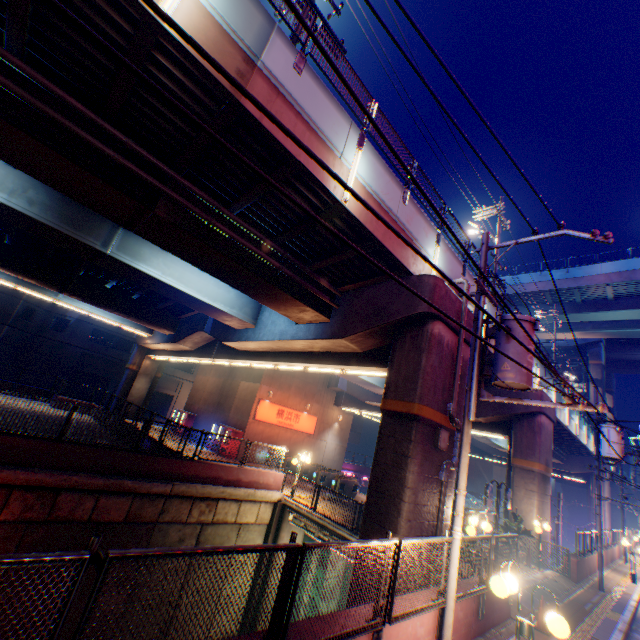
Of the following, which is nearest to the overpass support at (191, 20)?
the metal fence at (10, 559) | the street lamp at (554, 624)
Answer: the metal fence at (10, 559)

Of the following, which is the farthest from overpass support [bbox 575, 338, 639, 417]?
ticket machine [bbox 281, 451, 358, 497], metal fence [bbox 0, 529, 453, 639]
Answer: ticket machine [bbox 281, 451, 358, 497]

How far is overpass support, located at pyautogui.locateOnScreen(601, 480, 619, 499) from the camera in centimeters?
3838cm

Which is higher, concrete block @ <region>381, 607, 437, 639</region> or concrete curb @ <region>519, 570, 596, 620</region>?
concrete block @ <region>381, 607, 437, 639</region>

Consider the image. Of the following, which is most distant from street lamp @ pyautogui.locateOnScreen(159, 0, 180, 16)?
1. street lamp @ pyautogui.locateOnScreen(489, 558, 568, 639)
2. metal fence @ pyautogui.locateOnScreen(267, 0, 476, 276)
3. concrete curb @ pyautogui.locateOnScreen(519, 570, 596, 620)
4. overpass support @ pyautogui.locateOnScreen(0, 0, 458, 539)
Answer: street lamp @ pyautogui.locateOnScreen(489, 558, 568, 639)

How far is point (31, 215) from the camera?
10.9 meters

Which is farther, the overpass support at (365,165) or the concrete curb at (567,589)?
the concrete curb at (567,589)

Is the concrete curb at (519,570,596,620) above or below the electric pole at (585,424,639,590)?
below
